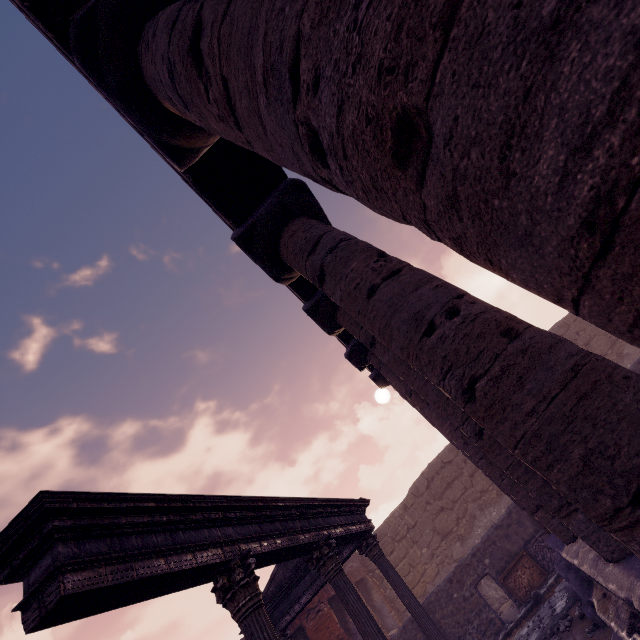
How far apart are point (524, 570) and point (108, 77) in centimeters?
1511cm

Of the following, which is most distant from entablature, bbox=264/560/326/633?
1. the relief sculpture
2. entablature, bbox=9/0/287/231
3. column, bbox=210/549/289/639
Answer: the relief sculpture

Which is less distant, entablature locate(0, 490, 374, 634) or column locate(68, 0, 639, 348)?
column locate(68, 0, 639, 348)

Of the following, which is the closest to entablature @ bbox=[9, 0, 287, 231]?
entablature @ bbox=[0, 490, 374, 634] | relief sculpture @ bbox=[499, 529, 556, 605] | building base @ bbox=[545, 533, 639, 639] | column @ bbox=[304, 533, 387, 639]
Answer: entablature @ bbox=[0, 490, 374, 634]

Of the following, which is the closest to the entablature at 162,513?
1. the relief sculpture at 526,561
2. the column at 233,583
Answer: the column at 233,583

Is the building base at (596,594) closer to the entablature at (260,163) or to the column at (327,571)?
the column at (327,571)

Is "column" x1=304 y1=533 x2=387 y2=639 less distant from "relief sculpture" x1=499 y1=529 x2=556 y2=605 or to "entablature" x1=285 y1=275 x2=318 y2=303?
"entablature" x1=285 y1=275 x2=318 y2=303

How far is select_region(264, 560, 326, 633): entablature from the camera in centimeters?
872cm
